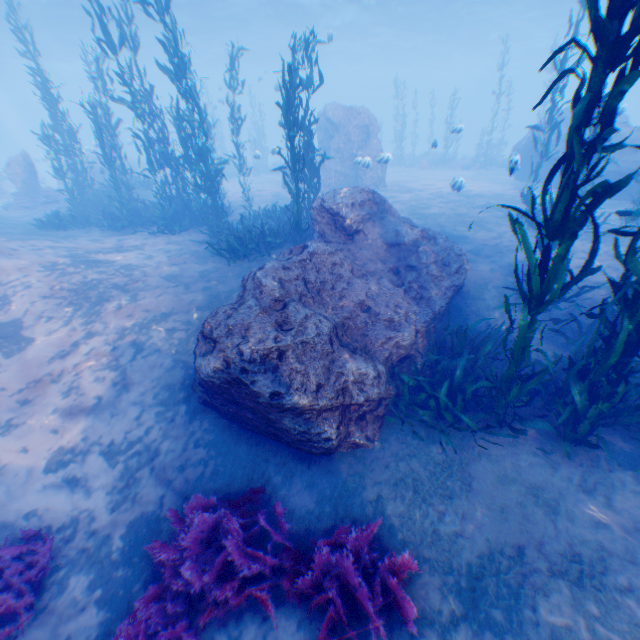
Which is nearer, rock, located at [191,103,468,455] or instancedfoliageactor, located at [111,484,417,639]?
instancedfoliageactor, located at [111,484,417,639]

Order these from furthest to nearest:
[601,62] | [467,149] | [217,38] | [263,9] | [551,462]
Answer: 1. [467,149]
2. [217,38]
3. [263,9]
4. [551,462]
5. [601,62]

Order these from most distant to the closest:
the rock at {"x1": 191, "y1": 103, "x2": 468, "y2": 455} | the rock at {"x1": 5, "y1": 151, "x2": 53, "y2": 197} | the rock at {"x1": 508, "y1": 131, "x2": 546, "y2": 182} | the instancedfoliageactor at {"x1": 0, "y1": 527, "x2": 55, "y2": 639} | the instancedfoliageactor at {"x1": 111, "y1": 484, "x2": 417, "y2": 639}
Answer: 1. the rock at {"x1": 5, "y1": 151, "x2": 53, "y2": 197}
2. the rock at {"x1": 508, "y1": 131, "x2": 546, "y2": 182}
3. the rock at {"x1": 191, "y1": 103, "x2": 468, "y2": 455}
4. the instancedfoliageactor at {"x1": 0, "y1": 527, "x2": 55, "y2": 639}
5. the instancedfoliageactor at {"x1": 111, "y1": 484, "x2": 417, "y2": 639}

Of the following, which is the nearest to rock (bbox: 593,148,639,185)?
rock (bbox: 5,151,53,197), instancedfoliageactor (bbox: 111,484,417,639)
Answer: instancedfoliageactor (bbox: 111,484,417,639)

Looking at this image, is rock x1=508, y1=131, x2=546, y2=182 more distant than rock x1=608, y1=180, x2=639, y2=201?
No

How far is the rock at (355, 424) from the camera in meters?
4.9

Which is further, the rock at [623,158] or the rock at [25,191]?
the rock at [25,191]

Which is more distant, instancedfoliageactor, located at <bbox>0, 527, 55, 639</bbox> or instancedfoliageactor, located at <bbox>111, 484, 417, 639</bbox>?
instancedfoliageactor, located at <bbox>0, 527, 55, 639</bbox>
